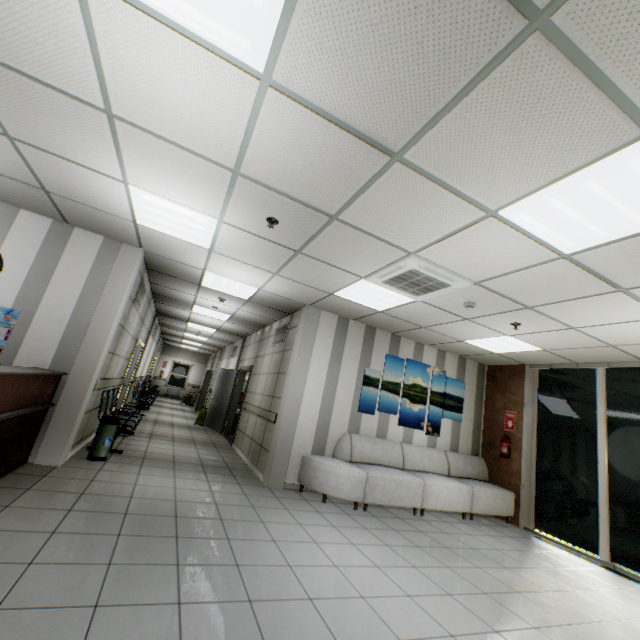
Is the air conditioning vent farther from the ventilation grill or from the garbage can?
the garbage can

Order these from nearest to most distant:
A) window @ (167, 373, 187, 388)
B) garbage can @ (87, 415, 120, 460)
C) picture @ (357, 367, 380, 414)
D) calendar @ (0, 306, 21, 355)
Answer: calendar @ (0, 306, 21, 355) < garbage can @ (87, 415, 120, 460) < picture @ (357, 367, 380, 414) < window @ (167, 373, 187, 388)

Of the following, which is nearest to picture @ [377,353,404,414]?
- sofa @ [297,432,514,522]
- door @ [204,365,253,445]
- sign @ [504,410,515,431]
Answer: sofa @ [297,432,514,522]

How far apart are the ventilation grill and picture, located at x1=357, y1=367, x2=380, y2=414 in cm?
182

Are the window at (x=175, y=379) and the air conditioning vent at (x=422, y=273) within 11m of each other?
no

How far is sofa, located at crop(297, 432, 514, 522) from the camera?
5.2m

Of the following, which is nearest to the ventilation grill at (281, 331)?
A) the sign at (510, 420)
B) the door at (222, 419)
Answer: the door at (222, 419)

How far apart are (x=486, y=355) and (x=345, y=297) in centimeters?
390cm
